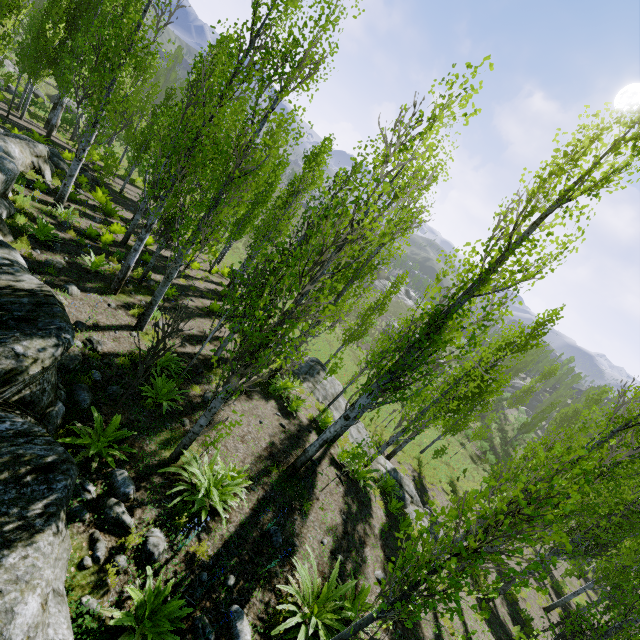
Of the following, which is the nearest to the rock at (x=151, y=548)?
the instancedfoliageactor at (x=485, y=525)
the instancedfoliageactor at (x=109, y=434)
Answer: the instancedfoliageactor at (x=109, y=434)

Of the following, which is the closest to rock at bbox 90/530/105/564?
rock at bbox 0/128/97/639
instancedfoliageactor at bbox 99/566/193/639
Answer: rock at bbox 0/128/97/639

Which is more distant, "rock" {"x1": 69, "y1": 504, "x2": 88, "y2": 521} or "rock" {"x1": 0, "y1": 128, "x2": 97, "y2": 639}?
"rock" {"x1": 69, "y1": 504, "x2": 88, "y2": 521}

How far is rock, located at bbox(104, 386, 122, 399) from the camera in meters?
6.7

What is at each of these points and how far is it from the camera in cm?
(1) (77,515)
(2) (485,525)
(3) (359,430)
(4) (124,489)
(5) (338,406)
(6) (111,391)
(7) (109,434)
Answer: (1) rock, 461
(2) instancedfoliageactor, 327
(3) rock, 1681
(4) rock, 525
(5) rock, 1673
(6) rock, 677
(7) instancedfoliageactor, 563

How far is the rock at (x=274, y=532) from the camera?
6.5 meters

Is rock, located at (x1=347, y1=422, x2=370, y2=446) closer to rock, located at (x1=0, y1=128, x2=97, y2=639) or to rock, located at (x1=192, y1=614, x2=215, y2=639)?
rock, located at (x1=0, y1=128, x2=97, y2=639)

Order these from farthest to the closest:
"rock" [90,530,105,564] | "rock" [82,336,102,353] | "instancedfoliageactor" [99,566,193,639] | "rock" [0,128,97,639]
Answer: "rock" [82,336,102,353], "rock" [90,530,105,564], "instancedfoliageactor" [99,566,193,639], "rock" [0,128,97,639]
